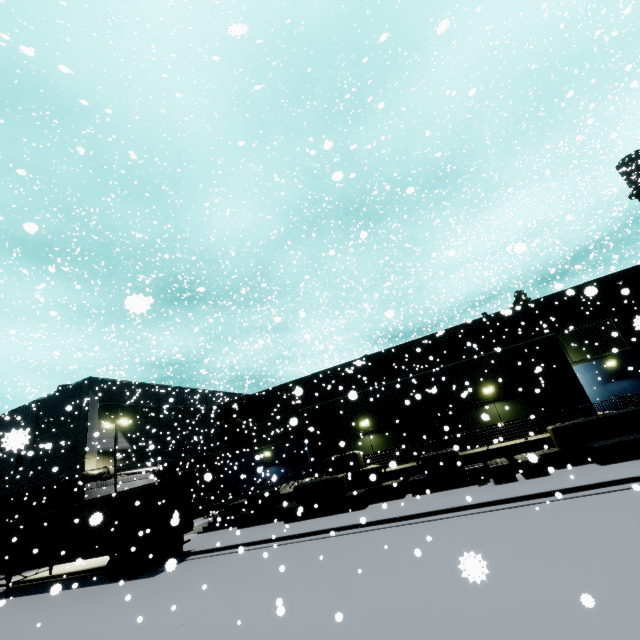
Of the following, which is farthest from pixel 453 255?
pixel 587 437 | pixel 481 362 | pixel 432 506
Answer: pixel 481 362

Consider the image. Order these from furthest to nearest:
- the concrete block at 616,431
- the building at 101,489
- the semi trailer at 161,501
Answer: the building at 101,489 → the semi trailer at 161,501 → the concrete block at 616,431

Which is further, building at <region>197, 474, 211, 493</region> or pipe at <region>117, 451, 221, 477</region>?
pipe at <region>117, 451, 221, 477</region>

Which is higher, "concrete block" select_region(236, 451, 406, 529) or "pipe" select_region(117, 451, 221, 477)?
"pipe" select_region(117, 451, 221, 477)

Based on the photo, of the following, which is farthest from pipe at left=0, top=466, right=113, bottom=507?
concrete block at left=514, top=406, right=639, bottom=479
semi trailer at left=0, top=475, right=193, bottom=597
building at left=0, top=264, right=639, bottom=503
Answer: concrete block at left=514, top=406, right=639, bottom=479

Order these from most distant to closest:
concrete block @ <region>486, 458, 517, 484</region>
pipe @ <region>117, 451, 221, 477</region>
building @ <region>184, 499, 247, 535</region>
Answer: pipe @ <region>117, 451, 221, 477</region>, building @ <region>184, 499, 247, 535</region>, concrete block @ <region>486, 458, 517, 484</region>

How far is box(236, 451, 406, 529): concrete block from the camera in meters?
17.4 m

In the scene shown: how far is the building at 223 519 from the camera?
21.7m
